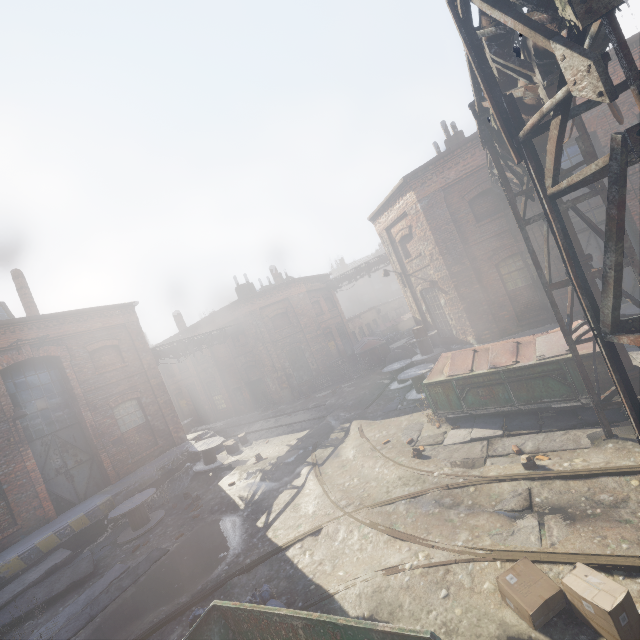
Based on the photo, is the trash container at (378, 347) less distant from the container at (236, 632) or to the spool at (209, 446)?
the spool at (209, 446)

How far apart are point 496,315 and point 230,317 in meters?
17.1

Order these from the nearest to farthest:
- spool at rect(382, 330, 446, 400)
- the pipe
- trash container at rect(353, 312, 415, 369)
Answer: the pipe → spool at rect(382, 330, 446, 400) → trash container at rect(353, 312, 415, 369)

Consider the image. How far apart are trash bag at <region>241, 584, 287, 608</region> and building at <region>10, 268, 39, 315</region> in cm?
1613

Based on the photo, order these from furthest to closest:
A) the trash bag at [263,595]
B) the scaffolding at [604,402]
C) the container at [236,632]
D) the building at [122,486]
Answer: Result: the building at [122,486] → the scaffolding at [604,402] → the trash bag at [263,595] → the container at [236,632]

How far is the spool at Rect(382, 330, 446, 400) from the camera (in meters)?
12.93

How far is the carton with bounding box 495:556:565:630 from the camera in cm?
373

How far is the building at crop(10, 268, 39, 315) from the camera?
15.34m
